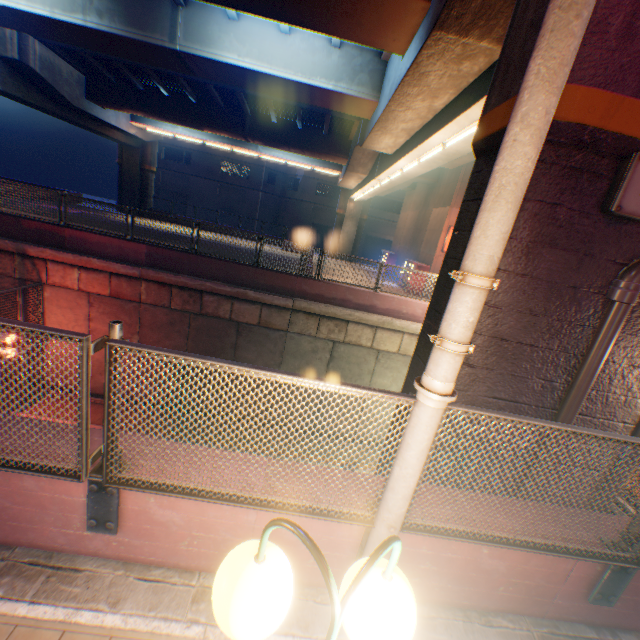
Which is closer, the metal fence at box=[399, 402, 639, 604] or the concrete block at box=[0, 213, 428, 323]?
the metal fence at box=[399, 402, 639, 604]

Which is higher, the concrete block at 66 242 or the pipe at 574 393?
the pipe at 574 393

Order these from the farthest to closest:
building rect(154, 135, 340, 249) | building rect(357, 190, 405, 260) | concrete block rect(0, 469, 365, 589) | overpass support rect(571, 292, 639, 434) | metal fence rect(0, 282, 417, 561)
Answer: building rect(357, 190, 405, 260) → building rect(154, 135, 340, 249) → overpass support rect(571, 292, 639, 434) → concrete block rect(0, 469, 365, 589) → metal fence rect(0, 282, 417, 561)

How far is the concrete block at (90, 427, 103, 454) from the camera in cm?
282

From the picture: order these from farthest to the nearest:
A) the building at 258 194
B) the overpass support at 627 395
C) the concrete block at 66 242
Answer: the building at 258 194, the concrete block at 66 242, the overpass support at 627 395

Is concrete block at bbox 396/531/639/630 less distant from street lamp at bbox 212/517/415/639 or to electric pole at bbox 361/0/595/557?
electric pole at bbox 361/0/595/557

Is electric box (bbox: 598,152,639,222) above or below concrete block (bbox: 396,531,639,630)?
above

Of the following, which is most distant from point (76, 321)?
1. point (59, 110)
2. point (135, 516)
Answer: point (59, 110)
